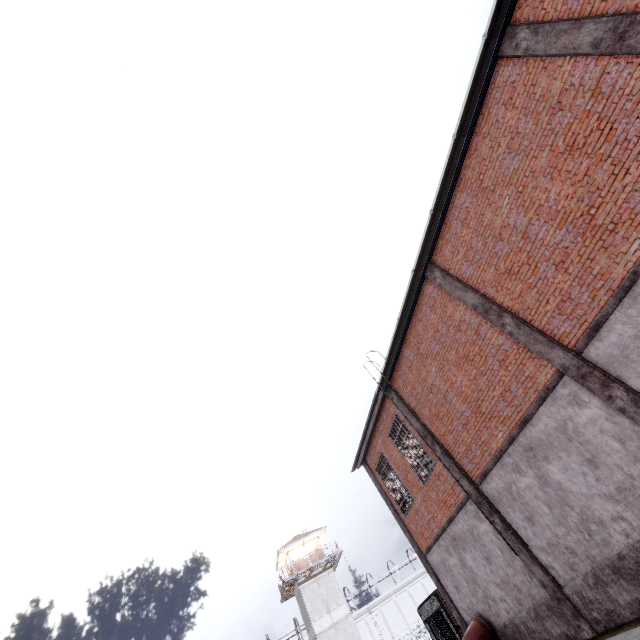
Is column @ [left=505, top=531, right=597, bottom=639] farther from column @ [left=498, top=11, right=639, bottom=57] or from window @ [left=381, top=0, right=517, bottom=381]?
column @ [left=498, top=11, right=639, bottom=57]

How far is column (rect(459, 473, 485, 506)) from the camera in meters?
10.7 m

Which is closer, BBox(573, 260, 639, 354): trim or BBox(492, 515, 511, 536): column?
BBox(573, 260, 639, 354): trim

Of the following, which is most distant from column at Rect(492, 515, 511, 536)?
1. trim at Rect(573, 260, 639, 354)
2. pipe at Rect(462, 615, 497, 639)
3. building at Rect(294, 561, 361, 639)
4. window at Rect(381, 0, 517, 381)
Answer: building at Rect(294, 561, 361, 639)

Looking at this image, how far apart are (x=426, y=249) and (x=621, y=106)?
5.2m

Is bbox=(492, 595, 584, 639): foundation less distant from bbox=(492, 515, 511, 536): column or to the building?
bbox=(492, 515, 511, 536): column

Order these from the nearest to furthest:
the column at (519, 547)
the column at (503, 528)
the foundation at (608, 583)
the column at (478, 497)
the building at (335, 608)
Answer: the foundation at (608, 583) < the column at (519, 547) < the column at (503, 528) < the column at (478, 497) < the building at (335, 608)

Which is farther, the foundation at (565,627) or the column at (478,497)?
the column at (478,497)
